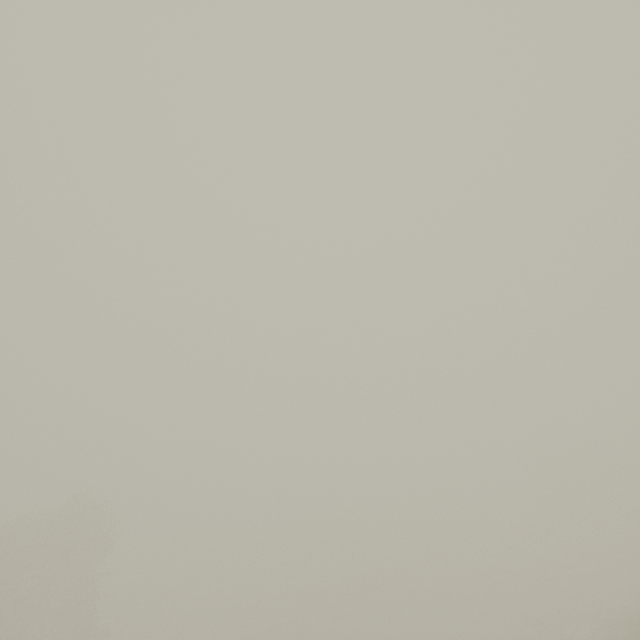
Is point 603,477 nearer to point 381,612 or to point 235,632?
point 381,612
